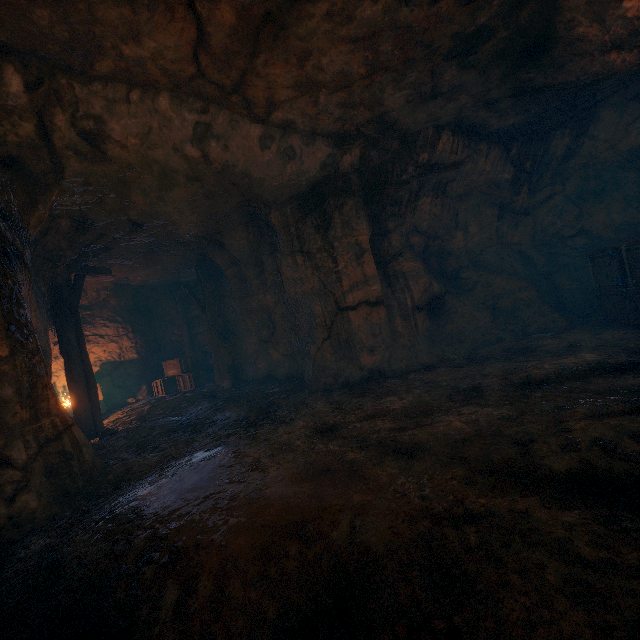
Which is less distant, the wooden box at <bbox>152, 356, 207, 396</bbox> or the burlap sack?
the burlap sack

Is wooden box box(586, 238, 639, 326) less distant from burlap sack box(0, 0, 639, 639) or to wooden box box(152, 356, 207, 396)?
burlap sack box(0, 0, 639, 639)

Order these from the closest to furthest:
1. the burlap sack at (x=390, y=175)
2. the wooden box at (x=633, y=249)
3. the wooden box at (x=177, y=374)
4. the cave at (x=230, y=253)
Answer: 1. the burlap sack at (x=390, y=175)
2. the cave at (x=230, y=253)
3. the wooden box at (x=633, y=249)
4. the wooden box at (x=177, y=374)

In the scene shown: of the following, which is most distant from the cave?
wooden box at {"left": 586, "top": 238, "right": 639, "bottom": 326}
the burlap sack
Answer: wooden box at {"left": 586, "top": 238, "right": 639, "bottom": 326}

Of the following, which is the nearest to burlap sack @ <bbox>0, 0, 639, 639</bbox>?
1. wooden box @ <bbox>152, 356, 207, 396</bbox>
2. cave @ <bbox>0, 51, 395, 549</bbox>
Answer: cave @ <bbox>0, 51, 395, 549</bbox>

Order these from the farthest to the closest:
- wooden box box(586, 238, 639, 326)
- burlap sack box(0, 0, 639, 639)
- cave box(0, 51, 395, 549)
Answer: wooden box box(586, 238, 639, 326)
cave box(0, 51, 395, 549)
burlap sack box(0, 0, 639, 639)

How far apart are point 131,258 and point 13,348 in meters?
6.4 m

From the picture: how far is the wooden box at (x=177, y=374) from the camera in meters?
12.0
